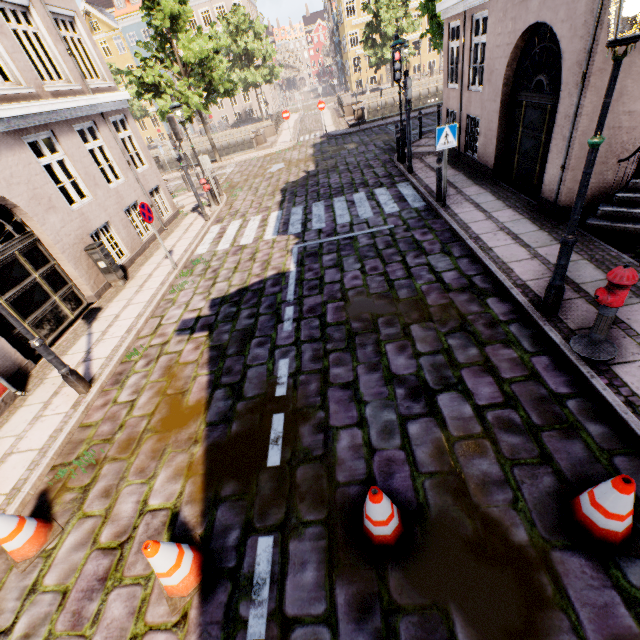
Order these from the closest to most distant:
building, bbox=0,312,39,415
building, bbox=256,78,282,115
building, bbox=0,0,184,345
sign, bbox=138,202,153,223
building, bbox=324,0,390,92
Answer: building, bbox=0,312,39,415 < building, bbox=0,0,184,345 < sign, bbox=138,202,153,223 < building, bbox=324,0,390,92 < building, bbox=256,78,282,115

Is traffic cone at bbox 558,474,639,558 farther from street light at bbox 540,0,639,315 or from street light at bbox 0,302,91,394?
street light at bbox 0,302,91,394

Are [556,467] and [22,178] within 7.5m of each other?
no

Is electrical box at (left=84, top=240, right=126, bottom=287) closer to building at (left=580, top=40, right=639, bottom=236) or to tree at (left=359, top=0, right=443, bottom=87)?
building at (left=580, top=40, right=639, bottom=236)

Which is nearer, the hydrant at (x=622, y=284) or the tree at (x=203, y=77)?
the hydrant at (x=622, y=284)

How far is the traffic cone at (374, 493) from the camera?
2.8m

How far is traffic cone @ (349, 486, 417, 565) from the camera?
2.8 meters

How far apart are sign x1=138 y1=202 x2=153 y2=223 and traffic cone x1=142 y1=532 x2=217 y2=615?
7.3 meters
